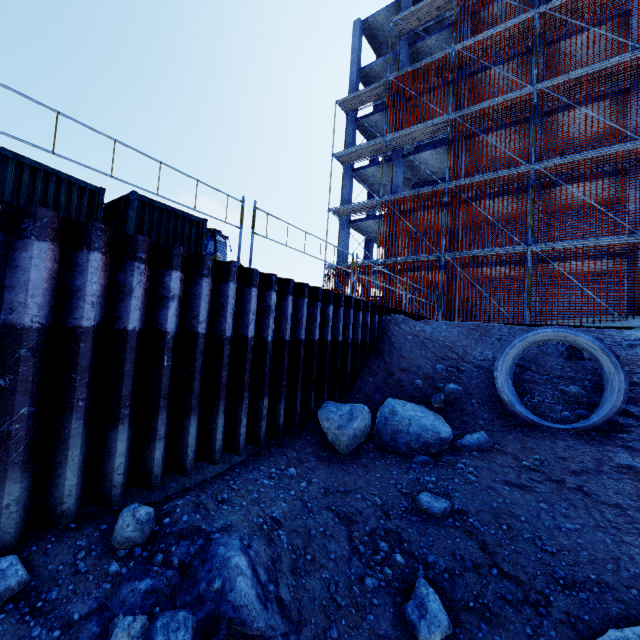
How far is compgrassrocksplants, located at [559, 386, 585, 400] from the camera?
7.0m

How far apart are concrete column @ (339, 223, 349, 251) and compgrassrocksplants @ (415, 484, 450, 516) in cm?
1999

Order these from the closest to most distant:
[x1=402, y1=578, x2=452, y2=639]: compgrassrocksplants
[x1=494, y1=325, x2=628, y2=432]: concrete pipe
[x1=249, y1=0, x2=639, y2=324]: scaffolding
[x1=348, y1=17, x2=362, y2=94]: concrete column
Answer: [x1=402, y1=578, x2=452, y2=639]: compgrassrocksplants → [x1=494, y1=325, x2=628, y2=432]: concrete pipe → [x1=249, y1=0, x2=639, y2=324]: scaffolding → [x1=348, y1=17, x2=362, y2=94]: concrete column

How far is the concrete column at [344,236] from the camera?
24.0 meters

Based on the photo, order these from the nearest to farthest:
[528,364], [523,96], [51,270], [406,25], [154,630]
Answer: [154,630] < [51,270] < [528,364] < [523,96] < [406,25]

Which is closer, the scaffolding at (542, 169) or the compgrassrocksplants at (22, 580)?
the compgrassrocksplants at (22, 580)

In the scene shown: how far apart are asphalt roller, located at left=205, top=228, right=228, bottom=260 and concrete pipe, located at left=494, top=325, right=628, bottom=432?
12.6 meters

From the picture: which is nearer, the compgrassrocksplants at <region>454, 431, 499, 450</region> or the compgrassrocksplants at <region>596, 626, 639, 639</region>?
the compgrassrocksplants at <region>596, 626, 639, 639</region>
